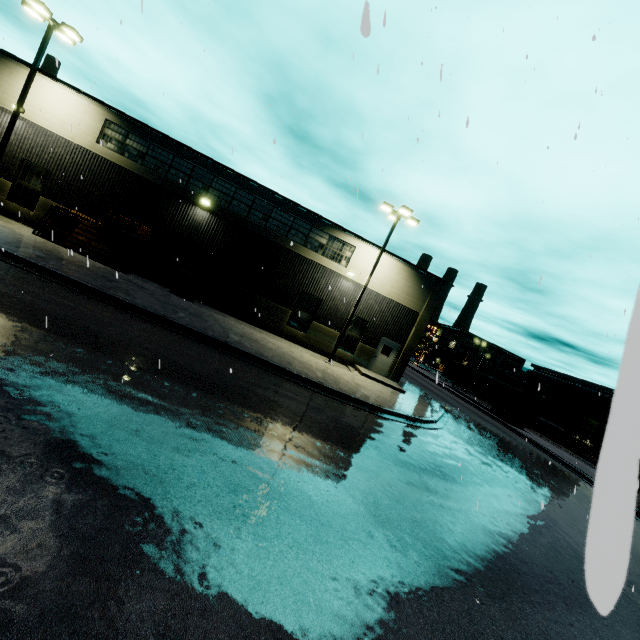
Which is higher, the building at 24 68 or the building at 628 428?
the building at 24 68

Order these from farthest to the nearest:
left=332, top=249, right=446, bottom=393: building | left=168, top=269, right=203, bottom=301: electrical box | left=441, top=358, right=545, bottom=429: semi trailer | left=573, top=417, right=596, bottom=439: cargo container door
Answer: left=573, top=417, right=596, bottom=439: cargo container door → left=441, top=358, right=545, bottom=429: semi trailer → left=332, top=249, right=446, bottom=393: building → left=168, top=269, right=203, bottom=301: electrical box

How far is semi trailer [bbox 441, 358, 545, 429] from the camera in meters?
33.1 m

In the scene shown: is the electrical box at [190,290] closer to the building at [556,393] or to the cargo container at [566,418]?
the building at [556,393]

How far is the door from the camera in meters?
21.9 m

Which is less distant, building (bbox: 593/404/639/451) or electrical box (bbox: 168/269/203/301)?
building (bbox: 593/404/639/451)

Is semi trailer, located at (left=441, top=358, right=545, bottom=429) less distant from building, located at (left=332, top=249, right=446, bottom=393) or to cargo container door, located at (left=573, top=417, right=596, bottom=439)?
building, located at (left=332, top=249, right=446, bottom=393)

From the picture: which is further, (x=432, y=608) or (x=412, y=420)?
(x=412, y=420)
